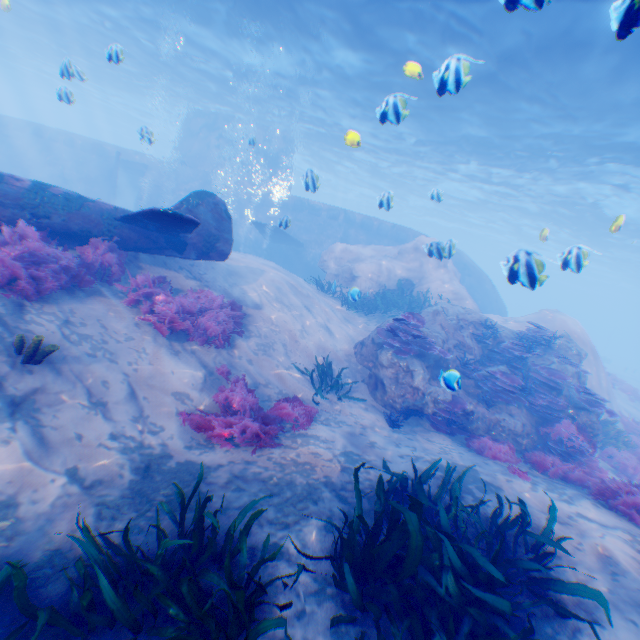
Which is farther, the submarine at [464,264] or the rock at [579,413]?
the submarine at [464,264]

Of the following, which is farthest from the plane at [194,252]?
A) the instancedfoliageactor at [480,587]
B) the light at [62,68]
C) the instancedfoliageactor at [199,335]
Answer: the light at [62,68]

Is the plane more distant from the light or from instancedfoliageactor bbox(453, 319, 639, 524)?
the light

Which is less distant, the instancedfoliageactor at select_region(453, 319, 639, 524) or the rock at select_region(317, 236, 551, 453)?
the instancedfoliageactor at select_region(453, 319, 639, 524)

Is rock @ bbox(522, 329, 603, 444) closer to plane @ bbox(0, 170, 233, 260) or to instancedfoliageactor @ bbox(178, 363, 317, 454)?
plane @ bbox(0, 170, 233, 260)

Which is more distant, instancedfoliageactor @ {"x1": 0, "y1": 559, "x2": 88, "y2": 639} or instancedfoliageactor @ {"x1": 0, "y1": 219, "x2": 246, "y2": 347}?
instancedfoliageactor @ {"x1": 0, "y1": 219, "x2": 246, "y2": 347}

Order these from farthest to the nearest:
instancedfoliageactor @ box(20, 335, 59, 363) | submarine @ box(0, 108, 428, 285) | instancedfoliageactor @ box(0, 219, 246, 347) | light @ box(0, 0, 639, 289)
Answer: submarine @ box(0, 108, 428, 285) < light @ box(0, 0, 639, 289) < instancedfoliageactor @ box(0, 219, 246, 347) < instancedfoliageactor @ box(20, 335, 59, 363)

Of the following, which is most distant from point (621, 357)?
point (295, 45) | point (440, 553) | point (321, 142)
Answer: point (440, 553)
